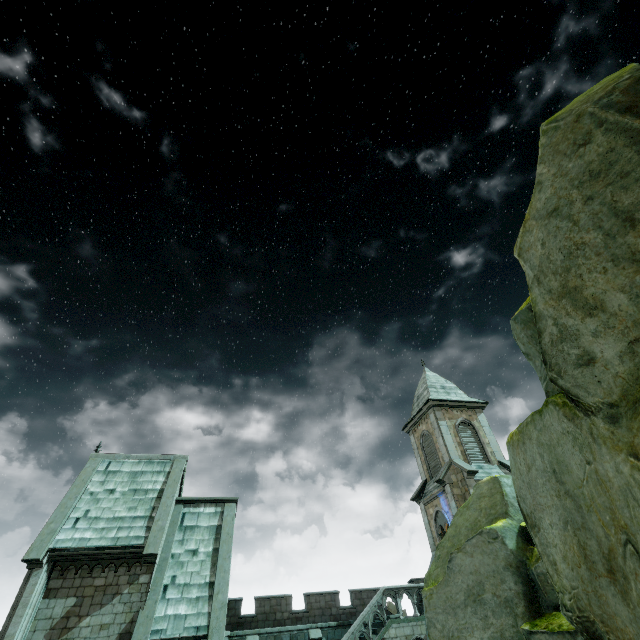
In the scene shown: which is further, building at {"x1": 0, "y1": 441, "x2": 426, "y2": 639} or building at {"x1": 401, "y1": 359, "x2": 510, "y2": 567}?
building at {"x1": 401, "y1": 359, "x2": 510, "y2": 567}

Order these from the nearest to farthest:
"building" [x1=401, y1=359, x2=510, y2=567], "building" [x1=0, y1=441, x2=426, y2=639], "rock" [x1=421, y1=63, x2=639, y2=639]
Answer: "rock" [x1=421, y1=63, x2=639, y2=639] < "building" [x1=0, y1=441, x2=426, y2=639] < "building" [x1=401, y1=359, x2=510, y2=567]

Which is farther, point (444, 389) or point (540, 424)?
point (444, 389)

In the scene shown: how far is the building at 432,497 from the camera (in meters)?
22.89

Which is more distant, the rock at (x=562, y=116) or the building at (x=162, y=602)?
the building at (x=162, y=602)

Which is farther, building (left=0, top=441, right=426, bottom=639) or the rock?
building (left=0, top=441, right=426, bottom=639)

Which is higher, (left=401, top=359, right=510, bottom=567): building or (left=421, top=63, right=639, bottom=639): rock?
(left=401, top=359, right=510, bottom=567): building
